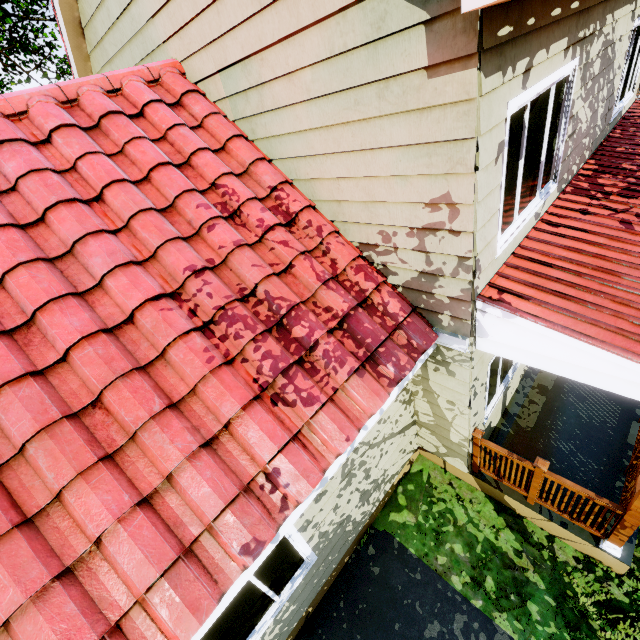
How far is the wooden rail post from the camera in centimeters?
409cm

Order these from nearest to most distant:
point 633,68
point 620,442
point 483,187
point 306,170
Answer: point 483,187 → point 306,170 → point 620,442 → point 633,68

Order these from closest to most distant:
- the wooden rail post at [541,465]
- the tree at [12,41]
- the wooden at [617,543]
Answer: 1. the wooden at [617,543]
2. the wooden rail post at [541,465]
3. the tree at [12,41]

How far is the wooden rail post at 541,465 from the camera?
4.1 meters

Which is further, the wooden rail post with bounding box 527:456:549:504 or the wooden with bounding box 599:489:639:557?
the wooden rail post with bounding box 527:456:549:504

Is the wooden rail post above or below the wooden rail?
above

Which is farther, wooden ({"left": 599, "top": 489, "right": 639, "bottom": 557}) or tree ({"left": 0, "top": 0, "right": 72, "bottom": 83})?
tree ({"left": 0, "top": 0, "right": 72, "bottom": 83})

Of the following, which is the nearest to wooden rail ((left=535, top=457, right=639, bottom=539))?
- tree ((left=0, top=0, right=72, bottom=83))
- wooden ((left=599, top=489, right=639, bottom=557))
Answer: wooden ((left=599, top=489, right=639, bottom=557))
